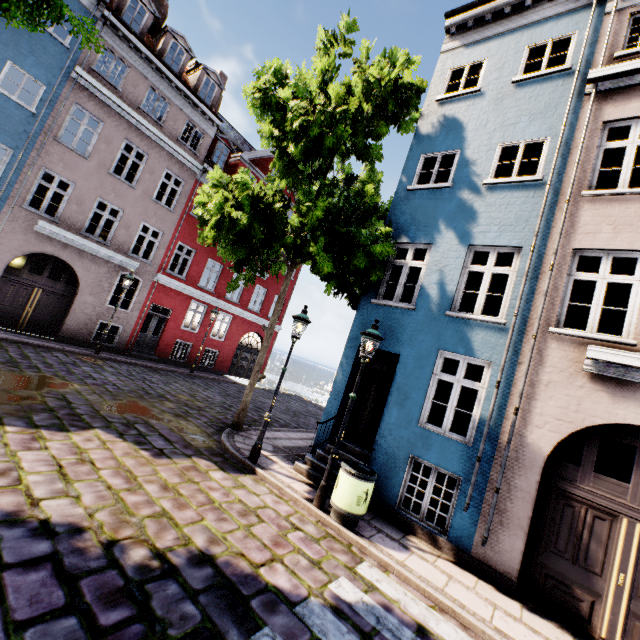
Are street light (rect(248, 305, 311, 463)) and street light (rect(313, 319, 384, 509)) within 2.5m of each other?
yes

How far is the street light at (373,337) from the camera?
6.2m

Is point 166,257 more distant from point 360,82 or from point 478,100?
point 478,100

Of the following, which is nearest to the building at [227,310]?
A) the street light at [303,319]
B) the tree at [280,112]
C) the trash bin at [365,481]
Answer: the trash bin at [365,481]

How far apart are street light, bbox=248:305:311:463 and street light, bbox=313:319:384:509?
1.5m

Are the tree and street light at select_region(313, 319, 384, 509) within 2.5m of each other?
no

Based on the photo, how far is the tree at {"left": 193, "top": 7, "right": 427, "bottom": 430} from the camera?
7.48m

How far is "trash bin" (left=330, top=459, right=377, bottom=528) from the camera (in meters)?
5.80
